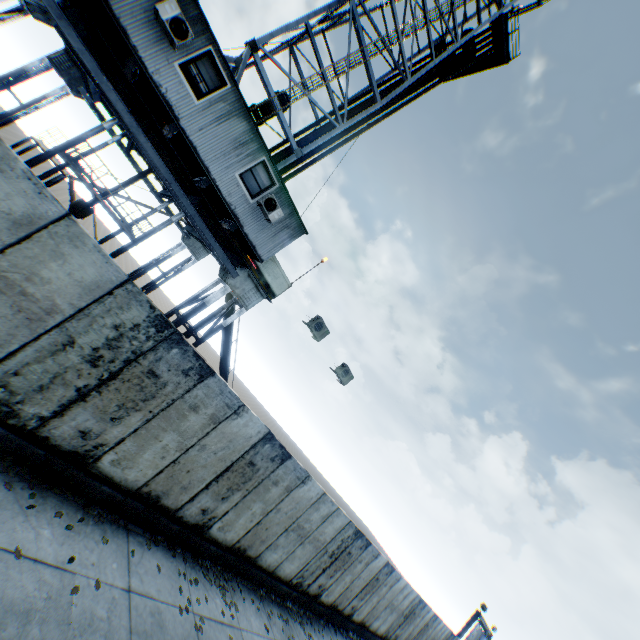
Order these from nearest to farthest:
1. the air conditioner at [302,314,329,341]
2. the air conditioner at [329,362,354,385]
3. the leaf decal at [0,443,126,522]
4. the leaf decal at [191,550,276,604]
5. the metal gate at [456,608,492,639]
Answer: the leaf decal at [0,443,126,522]
the leaf decal at [191,550,276,604]
the air conditioner at [302,314,329,341]
the air conditioner at [329,362,354,385]
the metal gate at [456,608,492,639]

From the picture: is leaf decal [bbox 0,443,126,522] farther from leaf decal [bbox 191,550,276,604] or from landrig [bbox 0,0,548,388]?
landrig [bbox 0,0,548,388]

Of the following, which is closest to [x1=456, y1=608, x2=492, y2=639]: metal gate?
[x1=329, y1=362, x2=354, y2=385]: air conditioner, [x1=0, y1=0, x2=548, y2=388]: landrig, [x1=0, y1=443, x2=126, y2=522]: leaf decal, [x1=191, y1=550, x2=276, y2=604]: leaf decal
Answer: [x1=191, y1=550, x2=276, y2=604]: leaf decal

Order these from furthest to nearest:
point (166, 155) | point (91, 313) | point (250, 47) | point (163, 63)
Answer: point (250, 47) < point (166, 155) < point (163, 63) < point (91, 313)

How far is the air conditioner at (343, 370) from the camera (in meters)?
13.27

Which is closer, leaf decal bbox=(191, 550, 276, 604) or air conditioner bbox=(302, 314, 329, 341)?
leaf decal bbox=(191, 550, 276, 604)

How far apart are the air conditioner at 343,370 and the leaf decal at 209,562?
7.02m

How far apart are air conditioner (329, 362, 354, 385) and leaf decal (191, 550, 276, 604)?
7.0m
